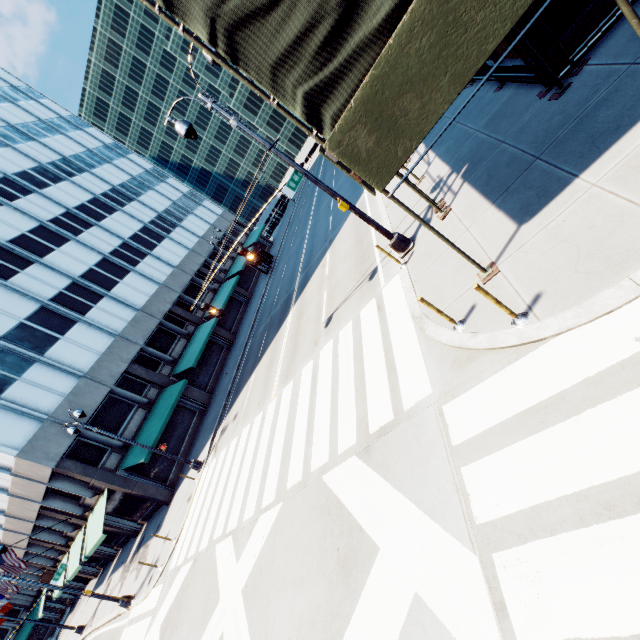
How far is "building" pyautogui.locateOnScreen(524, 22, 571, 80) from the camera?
6.98m

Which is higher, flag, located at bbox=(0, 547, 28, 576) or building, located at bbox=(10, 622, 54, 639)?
flag, located at bbox=(0, 547, 28, 576)

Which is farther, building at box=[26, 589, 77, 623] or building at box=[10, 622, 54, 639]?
building at box=[10, 622, 54, 639]

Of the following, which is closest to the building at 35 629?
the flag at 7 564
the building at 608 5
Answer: the flag at 7 564

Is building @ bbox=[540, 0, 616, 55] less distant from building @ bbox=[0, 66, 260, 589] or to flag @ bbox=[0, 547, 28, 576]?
building @ bbox=[0, 66, 260, 589]

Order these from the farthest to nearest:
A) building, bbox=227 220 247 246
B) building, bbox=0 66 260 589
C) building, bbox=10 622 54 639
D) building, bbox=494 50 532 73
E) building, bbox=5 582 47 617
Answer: building, bbox=227 220 247 246, building, bbox=10 622 54 639, building, bbox=5 582 47 617, building, bbox=0 66 260 589, building, bbox=494 50 532 73

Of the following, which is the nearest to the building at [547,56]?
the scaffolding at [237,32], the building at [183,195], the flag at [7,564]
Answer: the scaffolding at [237,32]

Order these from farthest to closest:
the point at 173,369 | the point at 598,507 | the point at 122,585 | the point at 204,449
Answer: the point at 173,369 → the point at 122,585 → the point at 204,449 → the point at 598,507
